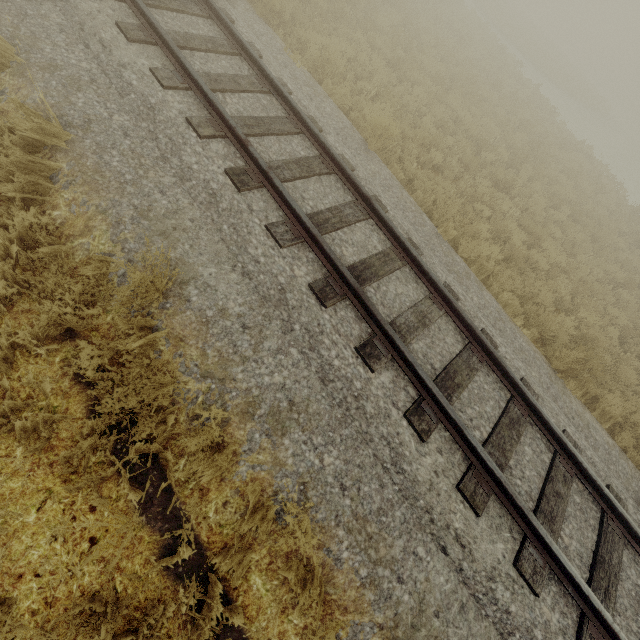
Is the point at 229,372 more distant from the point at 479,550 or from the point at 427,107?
the point at 427,107
